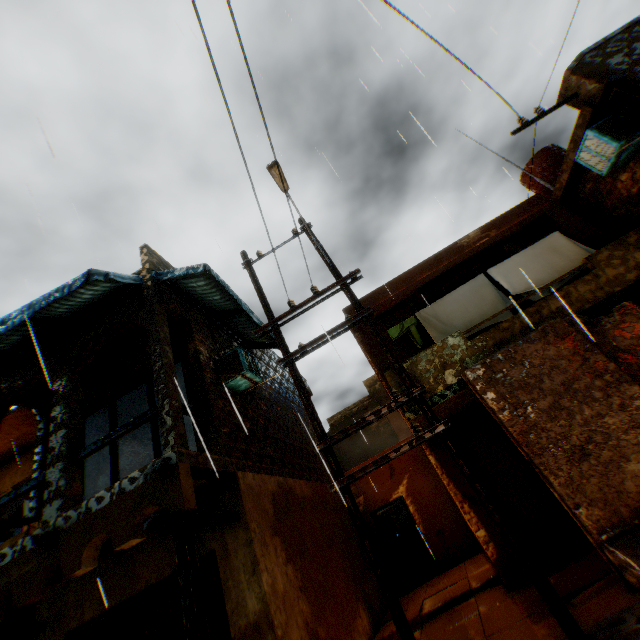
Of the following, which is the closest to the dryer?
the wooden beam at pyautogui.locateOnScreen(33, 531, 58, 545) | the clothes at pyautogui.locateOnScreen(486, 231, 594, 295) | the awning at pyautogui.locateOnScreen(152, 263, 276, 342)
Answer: the awning at pyautogui.locateOnScreen(152, 263, 276, 342)

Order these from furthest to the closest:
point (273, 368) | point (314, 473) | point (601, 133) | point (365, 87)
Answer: point (273, 368) < point (314, 473) < point (365, 87) < point (601, 133)

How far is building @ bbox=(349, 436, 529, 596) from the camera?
6.9m

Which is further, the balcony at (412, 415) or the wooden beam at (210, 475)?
the balcony at (412, 415)

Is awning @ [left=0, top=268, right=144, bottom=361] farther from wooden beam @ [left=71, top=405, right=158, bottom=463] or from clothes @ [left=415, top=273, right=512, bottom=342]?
clothes @ [left=415, top=273, right=512, bottom=342]

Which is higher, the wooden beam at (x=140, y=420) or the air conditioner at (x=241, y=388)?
the air conditioner at (x=241, y=388)

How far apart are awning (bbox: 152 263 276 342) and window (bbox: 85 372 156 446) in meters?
1.4
